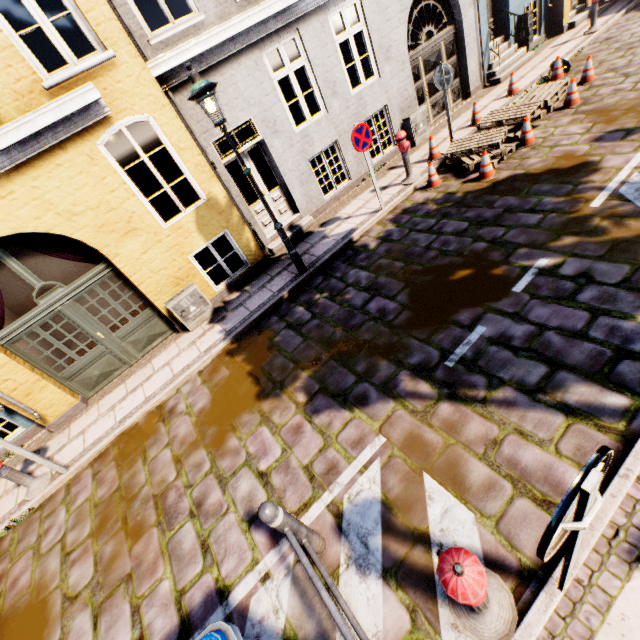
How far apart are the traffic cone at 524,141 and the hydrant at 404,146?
2.1 meters

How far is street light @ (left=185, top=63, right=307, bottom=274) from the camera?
4.9m

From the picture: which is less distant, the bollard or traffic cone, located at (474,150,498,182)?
the bollard

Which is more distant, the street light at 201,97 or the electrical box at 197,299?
the electrical box at 197,299

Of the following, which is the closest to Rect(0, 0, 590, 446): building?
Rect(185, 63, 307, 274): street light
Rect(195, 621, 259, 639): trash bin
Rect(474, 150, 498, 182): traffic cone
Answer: Rect(185, 63, 307, 274): street light

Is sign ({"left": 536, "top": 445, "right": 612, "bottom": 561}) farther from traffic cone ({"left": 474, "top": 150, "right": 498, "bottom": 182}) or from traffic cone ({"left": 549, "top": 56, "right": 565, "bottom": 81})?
traffic cone ({"left": 549, "top": 56, "right": 565, "bottom": 81})

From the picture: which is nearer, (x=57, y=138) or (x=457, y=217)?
(x=57, y=138)

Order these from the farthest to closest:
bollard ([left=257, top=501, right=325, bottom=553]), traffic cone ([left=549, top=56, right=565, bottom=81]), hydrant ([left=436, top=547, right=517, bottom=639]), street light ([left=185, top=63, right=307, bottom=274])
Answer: traffic cone ([left=549, top=56, right=565, bottom=81]), street light ([left=185, top=63, right=307, bottom=274]), bollard ([left=257, top=501, right=325, bottom=553]), hydrant ([left=436, top=547, right=517, bottom=639])
